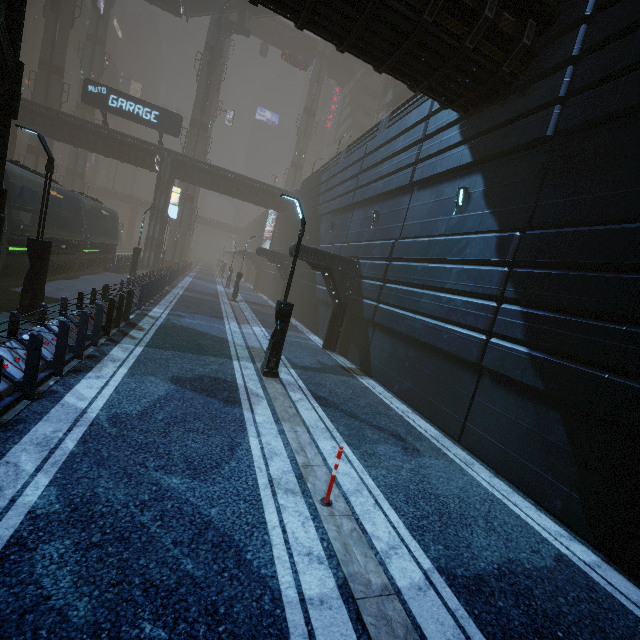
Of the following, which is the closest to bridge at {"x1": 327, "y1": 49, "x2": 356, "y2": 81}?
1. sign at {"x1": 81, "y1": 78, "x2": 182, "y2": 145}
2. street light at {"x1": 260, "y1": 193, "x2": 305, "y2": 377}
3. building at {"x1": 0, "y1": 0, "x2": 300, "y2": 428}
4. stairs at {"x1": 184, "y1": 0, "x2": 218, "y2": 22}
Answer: building at {"x1": 0, "y1": 0, "x2": 300, "y2": 428}

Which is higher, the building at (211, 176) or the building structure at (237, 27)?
the building structure at (237, 27)

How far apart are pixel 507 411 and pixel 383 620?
5.86m

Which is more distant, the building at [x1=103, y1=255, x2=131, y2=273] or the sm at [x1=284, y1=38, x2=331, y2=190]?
the sm at [x1=284, y1=38, x2=331, y2=190]

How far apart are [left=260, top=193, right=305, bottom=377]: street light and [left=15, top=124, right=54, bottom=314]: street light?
7.17m

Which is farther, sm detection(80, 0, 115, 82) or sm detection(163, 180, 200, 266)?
sm detection(80, 0, 115, 82)

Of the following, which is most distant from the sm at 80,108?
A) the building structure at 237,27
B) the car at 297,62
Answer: the building structure at 237,27

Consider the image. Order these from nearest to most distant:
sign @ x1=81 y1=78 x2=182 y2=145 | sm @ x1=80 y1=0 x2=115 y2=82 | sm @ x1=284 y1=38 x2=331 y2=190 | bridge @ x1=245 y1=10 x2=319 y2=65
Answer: sign @ x1=81 y1=78 x2=182 y2=145, sm @ x1=80 y1=0 x2=115 y2=82, bridge @ x1=245 y1=10 x2=319 y2=65, sm @ x1=284 y1=38 x2=331 y2=190
